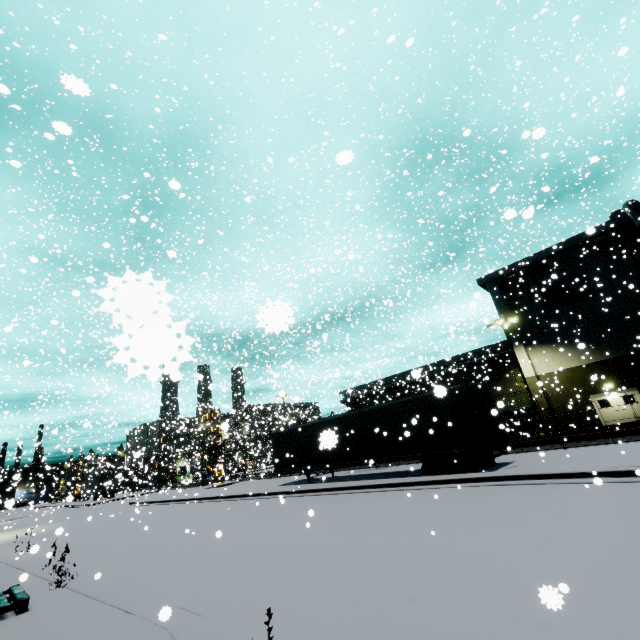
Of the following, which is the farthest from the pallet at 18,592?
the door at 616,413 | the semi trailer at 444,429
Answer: the door at 616,413

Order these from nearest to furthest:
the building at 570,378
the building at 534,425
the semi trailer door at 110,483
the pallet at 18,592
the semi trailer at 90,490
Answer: the pallet at 18,592, the semi trailer door at 110,483, the building at 570,378, the semi trailer at 90,490, the building at 534,425

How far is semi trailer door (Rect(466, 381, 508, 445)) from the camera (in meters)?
13.69

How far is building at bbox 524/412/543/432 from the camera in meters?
28.8 m

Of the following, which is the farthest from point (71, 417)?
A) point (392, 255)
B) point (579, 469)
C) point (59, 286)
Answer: point (579, 469)

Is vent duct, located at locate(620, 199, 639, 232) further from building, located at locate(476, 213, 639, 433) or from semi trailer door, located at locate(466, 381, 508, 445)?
semi trailer door, located at locate(466, 381, 508, 445)

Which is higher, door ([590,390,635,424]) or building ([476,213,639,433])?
building ([476,213,639,433])

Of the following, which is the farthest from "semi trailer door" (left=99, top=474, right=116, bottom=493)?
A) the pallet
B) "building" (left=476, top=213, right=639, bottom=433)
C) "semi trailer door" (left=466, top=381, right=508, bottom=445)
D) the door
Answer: "semi trailer door" (left=466, top=381, right=508, bottom=445)
